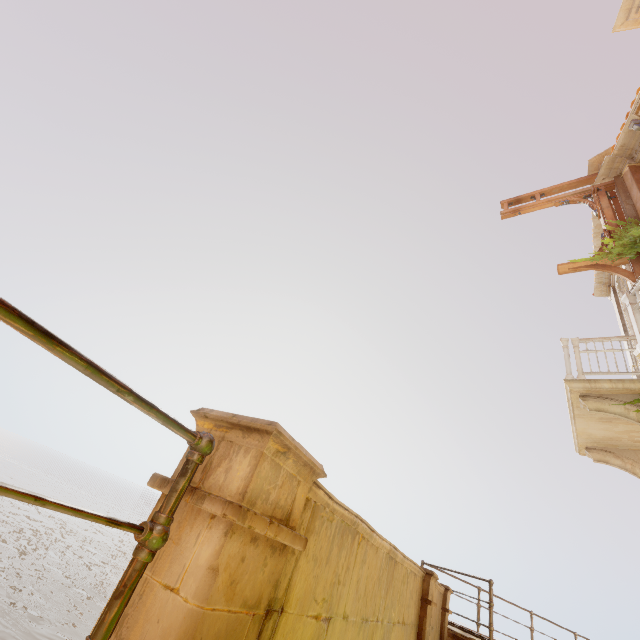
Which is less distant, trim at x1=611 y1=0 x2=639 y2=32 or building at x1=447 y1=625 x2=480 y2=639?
building at x1=447 y1=625 x2=480 y2=639

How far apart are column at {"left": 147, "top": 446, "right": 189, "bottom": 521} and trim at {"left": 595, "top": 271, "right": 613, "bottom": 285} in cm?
1372

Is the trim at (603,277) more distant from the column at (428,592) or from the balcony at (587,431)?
the column at (428,592)

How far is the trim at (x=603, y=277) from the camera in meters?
12.9

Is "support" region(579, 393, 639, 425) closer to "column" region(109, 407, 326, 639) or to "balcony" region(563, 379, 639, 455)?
"balcony" region(563, 379, 639, 455)

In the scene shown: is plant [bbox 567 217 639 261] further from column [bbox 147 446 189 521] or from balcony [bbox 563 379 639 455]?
column [bbox 147 446 189 521]

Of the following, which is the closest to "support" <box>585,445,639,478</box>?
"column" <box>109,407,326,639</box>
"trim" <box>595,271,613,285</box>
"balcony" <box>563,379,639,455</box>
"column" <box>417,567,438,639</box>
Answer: "balcony" <box>563,379,639,455</box>

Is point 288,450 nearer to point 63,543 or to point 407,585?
point 407,585
